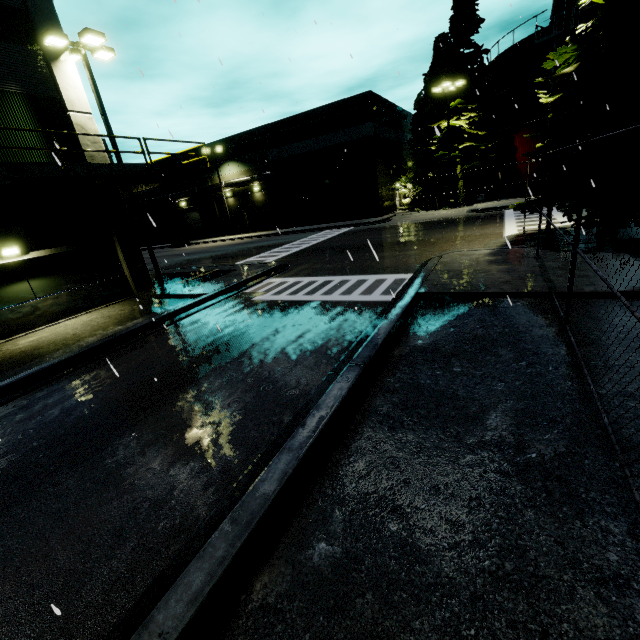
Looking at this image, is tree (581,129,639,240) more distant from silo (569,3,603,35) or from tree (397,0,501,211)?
tree (397,0,501,211)

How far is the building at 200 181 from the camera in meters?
40.2 m

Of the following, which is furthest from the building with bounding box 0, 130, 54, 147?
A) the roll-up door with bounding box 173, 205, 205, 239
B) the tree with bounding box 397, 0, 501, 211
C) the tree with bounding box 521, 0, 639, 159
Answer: the tree with bounding box 397, 0, 501, 211

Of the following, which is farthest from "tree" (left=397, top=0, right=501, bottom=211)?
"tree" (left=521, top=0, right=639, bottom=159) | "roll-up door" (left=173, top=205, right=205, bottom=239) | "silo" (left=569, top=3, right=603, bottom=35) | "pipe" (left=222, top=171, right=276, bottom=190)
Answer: "roll-up door" (left=173, top=205, right=205, bottom=239)

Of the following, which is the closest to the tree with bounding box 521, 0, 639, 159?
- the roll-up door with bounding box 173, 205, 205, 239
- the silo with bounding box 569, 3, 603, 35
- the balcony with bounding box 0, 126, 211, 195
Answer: the silo with bounding box 569, 3, 603, 35

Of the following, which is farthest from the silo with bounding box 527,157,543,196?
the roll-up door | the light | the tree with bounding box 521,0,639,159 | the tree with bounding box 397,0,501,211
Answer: the roll-up door

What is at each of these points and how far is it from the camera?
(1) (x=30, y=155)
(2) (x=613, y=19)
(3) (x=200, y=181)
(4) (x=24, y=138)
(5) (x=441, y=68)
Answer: (1) building, 11.69m
(2) tree, 9.02m
(3) building, 41.62m
(4) building, 11.52m
(5) tree, 32.69m
